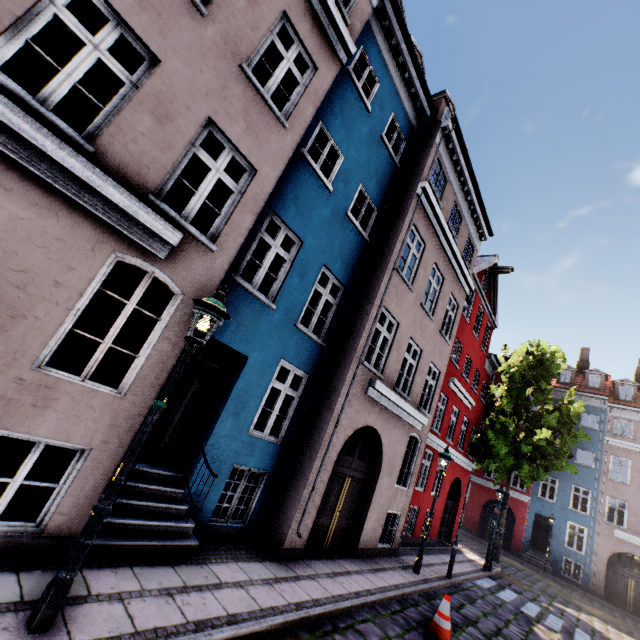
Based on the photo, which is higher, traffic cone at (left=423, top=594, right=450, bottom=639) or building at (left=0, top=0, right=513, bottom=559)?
building at (left=0, top=0, right=513, bottom=559)

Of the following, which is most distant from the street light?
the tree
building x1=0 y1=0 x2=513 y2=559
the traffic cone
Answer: the tree

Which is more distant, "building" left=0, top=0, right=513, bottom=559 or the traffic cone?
the traffic cone

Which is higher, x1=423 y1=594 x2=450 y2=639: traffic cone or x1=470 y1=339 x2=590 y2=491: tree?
x1=470 y1=339 x2=590 y2=491: tree

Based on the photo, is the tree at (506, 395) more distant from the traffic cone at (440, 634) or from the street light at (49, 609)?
the street light at (49, 609)

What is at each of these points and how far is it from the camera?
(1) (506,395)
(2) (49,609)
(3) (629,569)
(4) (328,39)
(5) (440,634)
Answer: (1) tree, 21.4m
(2) street light, 3.1m
(3) building, 21.5m
(4) building, 7.0m
(5) traffic cone, 6.5m

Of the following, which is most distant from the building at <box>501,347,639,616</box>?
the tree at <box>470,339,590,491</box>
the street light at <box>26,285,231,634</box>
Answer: the tree at <box>470,339,590,491</box>

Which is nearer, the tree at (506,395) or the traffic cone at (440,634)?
the traffic cone at (440,634)
